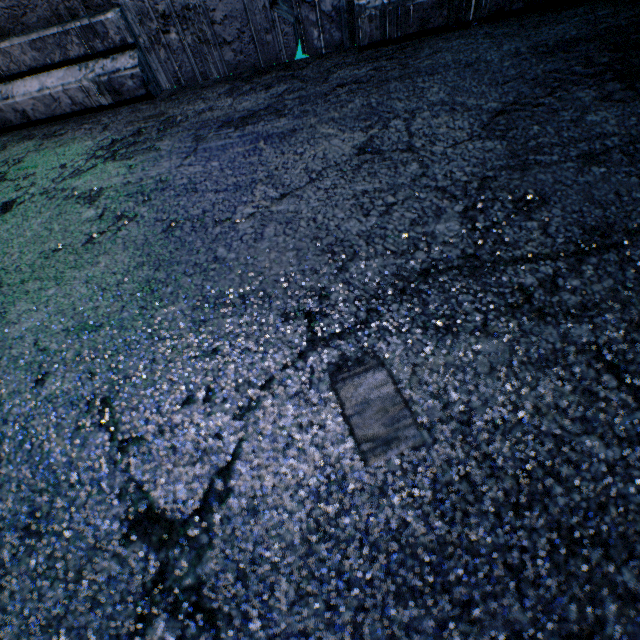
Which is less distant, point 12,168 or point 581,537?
point 581,537
